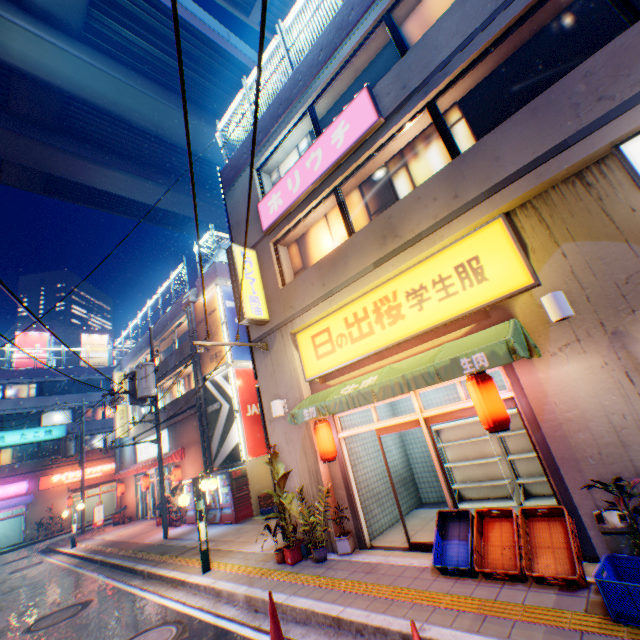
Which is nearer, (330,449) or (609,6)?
(609,6)

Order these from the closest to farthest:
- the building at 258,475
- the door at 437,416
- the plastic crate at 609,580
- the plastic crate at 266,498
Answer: the plastic crate at 609,580 < the door at 437,416 < the plastic crate at 266,498 < the building at 258,475

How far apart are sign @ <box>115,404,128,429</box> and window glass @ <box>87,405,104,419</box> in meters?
13.1 m

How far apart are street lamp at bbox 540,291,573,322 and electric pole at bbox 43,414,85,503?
31.6m

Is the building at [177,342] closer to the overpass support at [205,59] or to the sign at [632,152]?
the overpass support at [205,59]

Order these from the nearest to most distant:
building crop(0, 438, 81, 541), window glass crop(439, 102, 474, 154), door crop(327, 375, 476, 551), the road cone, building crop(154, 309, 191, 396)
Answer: the road cone < door crop(327, 375, 476, 551) < window glass crop(439, 102, 474, 154) < building crop(154, 309, 191, 396) < building crop(0, 438, 81, 541)

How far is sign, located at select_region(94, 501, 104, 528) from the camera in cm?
2121

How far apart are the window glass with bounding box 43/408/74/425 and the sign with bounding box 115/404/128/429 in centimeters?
1308cm
